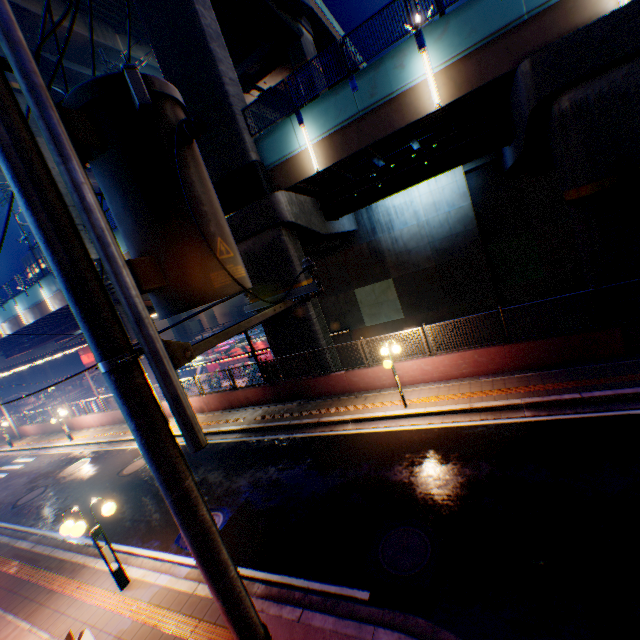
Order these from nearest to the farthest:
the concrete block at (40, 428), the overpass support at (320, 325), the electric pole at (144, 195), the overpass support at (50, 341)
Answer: the electric pole at (144, 195) → the overpass support at (320, 325) → the concrete block at (40, 428) → the overpass support at (50, 341)

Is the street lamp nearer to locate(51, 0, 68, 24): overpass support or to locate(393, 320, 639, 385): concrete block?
locate(393, 320, 639, 385): concrete block

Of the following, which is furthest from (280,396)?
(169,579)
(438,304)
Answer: (438,304)

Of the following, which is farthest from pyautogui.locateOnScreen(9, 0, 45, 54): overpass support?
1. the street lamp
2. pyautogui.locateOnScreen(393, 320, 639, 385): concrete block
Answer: the street lamp

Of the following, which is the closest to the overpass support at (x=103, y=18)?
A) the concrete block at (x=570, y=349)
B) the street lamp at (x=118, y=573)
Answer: the concrete block at (x=570, y=349)

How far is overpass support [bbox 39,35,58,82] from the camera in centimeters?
2016cm

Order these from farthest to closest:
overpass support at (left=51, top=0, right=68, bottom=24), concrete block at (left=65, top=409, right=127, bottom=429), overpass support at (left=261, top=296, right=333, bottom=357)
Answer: concrete block at (left=65, top=409, right=127, bottom=429), overpass support at (left=51, top=0, right=68, bottom=24), overpass support at (left=261, top=296, right=333, bottom=357)
